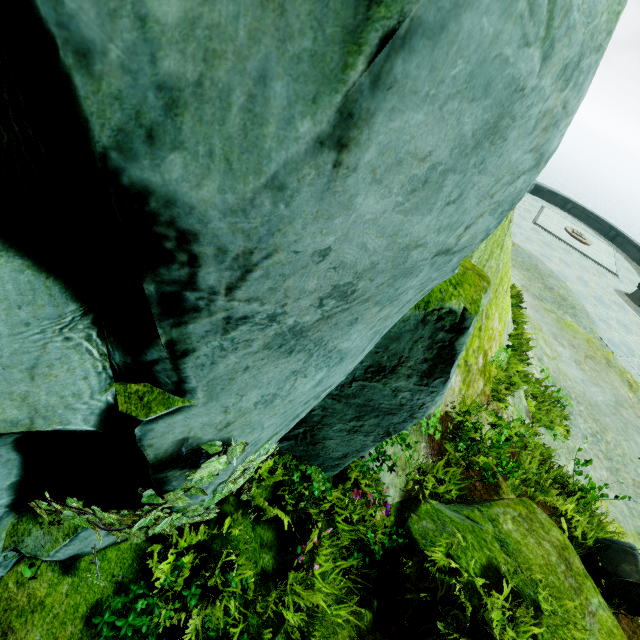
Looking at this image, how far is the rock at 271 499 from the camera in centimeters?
351cm

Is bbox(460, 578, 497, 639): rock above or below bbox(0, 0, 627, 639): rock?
below

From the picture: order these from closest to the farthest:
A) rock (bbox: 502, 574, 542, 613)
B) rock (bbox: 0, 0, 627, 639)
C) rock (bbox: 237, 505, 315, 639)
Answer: rock (bbox: 0, 0, 627, 639), rock (bbox: 237, 505, 315, 639), rock (bbox: 502, 574, 542, 613)

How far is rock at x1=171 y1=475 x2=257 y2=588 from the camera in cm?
297

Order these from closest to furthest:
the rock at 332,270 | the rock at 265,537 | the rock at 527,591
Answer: the rock at 332,270
the rock at 265,537
the rock at 527,591

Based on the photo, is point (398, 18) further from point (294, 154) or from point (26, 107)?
point (26, 107)
